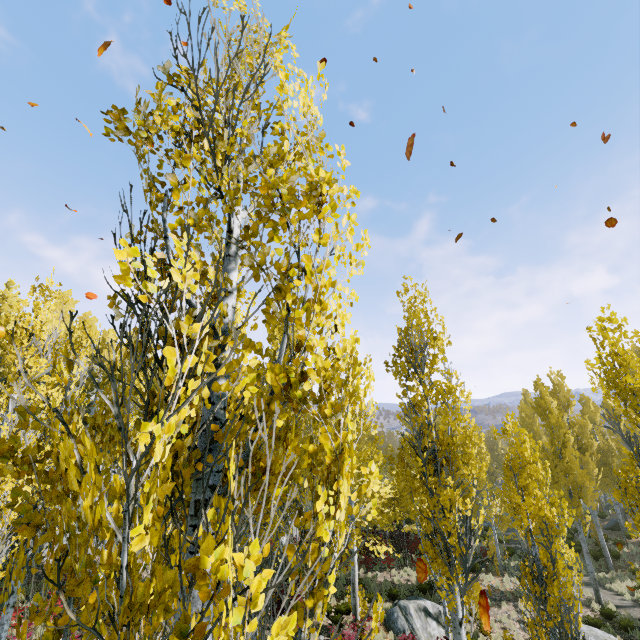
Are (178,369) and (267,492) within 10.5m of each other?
yes

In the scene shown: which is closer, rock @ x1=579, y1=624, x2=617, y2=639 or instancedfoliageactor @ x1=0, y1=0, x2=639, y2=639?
instancedfoliageactor @ x1=0, y1=0, x2=639, y2=639

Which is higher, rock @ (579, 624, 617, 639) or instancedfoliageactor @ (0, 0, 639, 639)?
instancedfoliageactor @ (0, 0, 639, 639)

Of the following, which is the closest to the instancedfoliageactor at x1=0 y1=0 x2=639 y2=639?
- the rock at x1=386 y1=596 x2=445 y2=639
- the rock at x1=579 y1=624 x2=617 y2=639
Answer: the rock at x1=386 y1=596 x2=445 y2=639

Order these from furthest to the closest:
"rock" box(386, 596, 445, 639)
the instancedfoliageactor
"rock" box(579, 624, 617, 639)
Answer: "rock" box(386, 596, 445, 639)
"rock" box(579, 624, 617, 639)
the instancedfoliageactor

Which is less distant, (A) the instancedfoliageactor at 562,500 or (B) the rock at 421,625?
(A) the instancedfoliageactor at 562,500

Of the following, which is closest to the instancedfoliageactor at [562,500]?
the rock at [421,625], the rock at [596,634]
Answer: the rock at [421,625]
